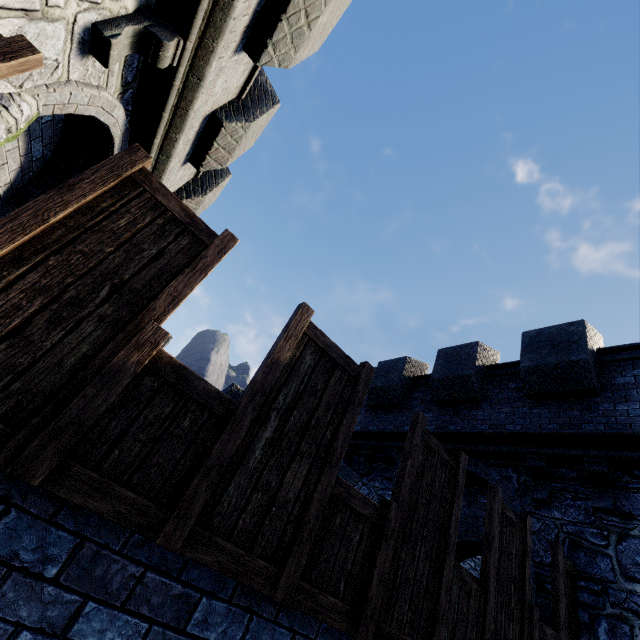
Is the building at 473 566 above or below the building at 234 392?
above

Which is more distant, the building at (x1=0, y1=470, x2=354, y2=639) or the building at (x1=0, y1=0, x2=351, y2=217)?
the building at (x1=0, y1=0, x2=351, y2=217)

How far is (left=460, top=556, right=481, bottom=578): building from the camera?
12.01m

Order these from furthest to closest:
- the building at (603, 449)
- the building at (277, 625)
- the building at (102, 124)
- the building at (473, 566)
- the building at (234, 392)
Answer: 1. the building at (473, 566)
2. the building at (234, 392)
3. the building at (603, 449)
4. the building at (102, 124)
5. the building at (277, 625)

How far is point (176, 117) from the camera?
4.7m
